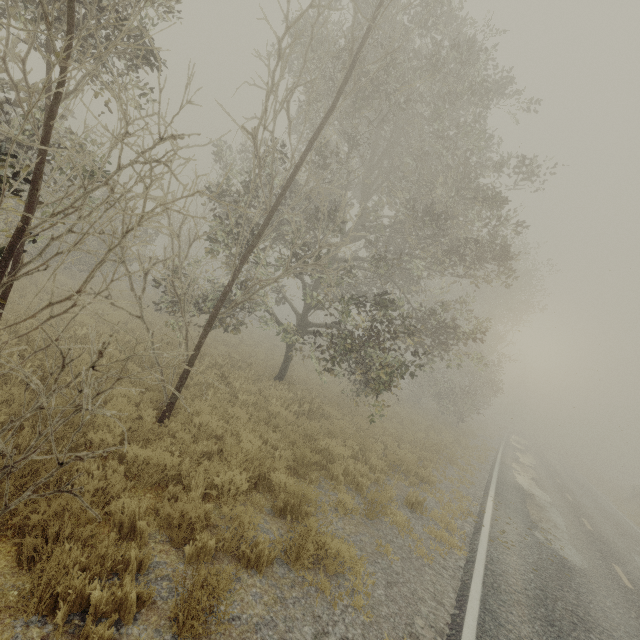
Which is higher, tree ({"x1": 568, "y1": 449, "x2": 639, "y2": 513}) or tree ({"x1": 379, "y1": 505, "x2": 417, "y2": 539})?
tree ({"x1": 568, "y1": 449, "x2": 639, "y2": 513})

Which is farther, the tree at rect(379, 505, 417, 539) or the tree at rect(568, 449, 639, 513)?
the tree at rect(568, 449, 639, 513)

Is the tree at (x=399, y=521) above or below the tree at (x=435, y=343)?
below

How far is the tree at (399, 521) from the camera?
6.9m

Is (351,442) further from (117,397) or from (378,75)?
(378,75)

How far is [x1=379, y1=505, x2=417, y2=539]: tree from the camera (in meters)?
6.93

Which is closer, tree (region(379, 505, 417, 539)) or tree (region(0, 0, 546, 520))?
tree (region(0, 0, 546, 520))
